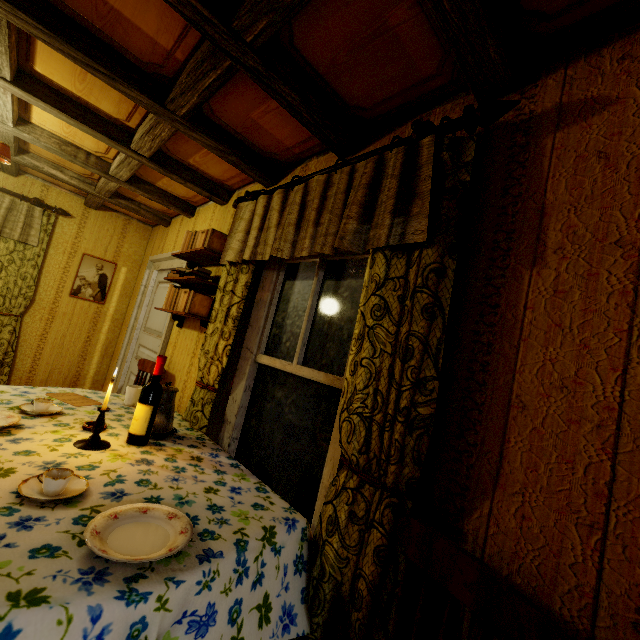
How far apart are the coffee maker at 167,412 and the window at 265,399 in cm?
47

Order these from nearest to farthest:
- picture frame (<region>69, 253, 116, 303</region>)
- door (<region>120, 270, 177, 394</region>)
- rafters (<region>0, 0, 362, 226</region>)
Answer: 1. rafters (<region>0, 0, 362, 226</region>)
2. door (<region>120, 270, 177, 394</region>)
3. picture frame (<region>69, 253, 116, 303</region>)

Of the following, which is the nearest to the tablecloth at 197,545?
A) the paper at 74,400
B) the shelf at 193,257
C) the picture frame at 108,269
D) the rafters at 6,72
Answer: the paper at 74,400

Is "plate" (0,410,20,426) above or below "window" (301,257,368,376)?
below

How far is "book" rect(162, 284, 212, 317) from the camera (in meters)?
2.59

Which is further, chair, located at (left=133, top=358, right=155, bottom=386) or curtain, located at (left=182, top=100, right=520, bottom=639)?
chair, located at (left=133, top=358, right=155, bottom=386)

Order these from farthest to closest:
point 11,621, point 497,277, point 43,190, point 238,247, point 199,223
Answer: point 43,190 → point 199,223 → point 238,247 → point 497,277 → point 11,621

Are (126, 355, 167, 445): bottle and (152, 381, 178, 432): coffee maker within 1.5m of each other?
yes
